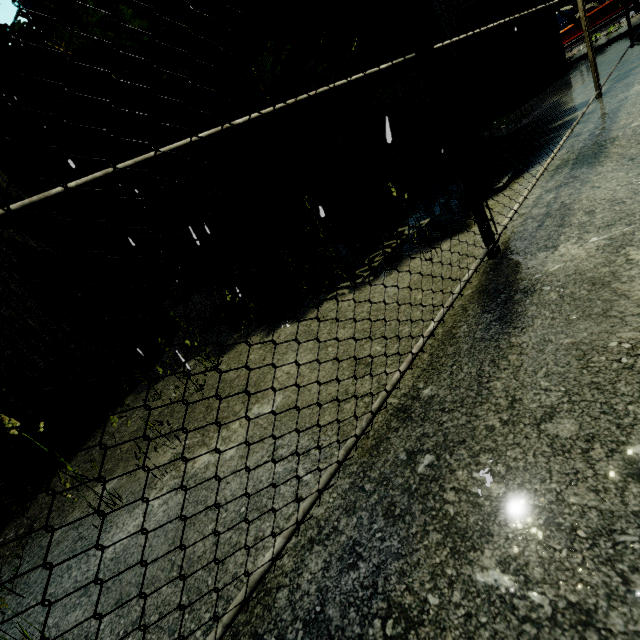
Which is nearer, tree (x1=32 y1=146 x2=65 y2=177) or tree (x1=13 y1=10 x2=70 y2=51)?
tree (x1=13 y1=10 x2=70 y2=51)

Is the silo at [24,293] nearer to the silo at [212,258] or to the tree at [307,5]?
the tree at [307,5]

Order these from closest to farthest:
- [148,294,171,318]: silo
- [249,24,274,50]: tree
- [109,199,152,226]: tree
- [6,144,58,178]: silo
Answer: [249,24,274,50]: tree < [6,144,58,178]: silo < [148,294,171,318]: silo < [109,199,152,226]: tree

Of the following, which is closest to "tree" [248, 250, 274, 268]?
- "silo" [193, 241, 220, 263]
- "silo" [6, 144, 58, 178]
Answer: "silo" [6, 144, 58, 178]

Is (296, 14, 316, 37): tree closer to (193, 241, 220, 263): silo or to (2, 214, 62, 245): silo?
(2, 214, 62, 245): silo

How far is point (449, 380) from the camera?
1.7 meters

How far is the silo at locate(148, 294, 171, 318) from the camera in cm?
737
